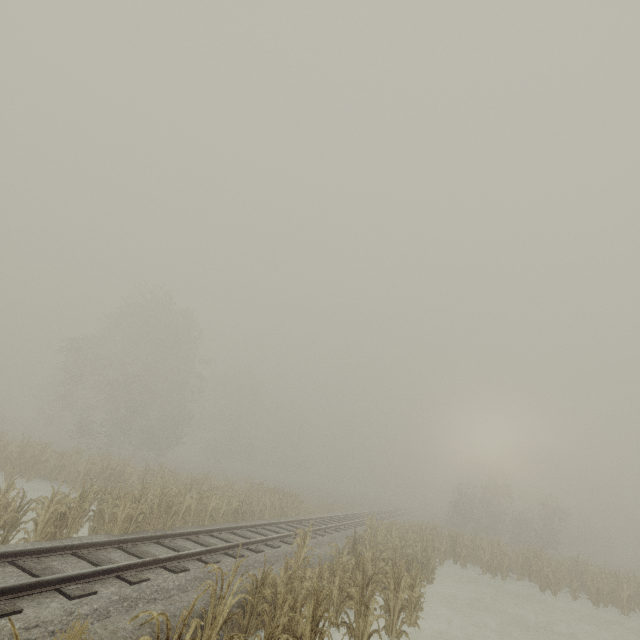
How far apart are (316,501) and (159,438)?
18.36m

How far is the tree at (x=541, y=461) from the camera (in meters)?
57.22

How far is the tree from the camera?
57.2 meters
